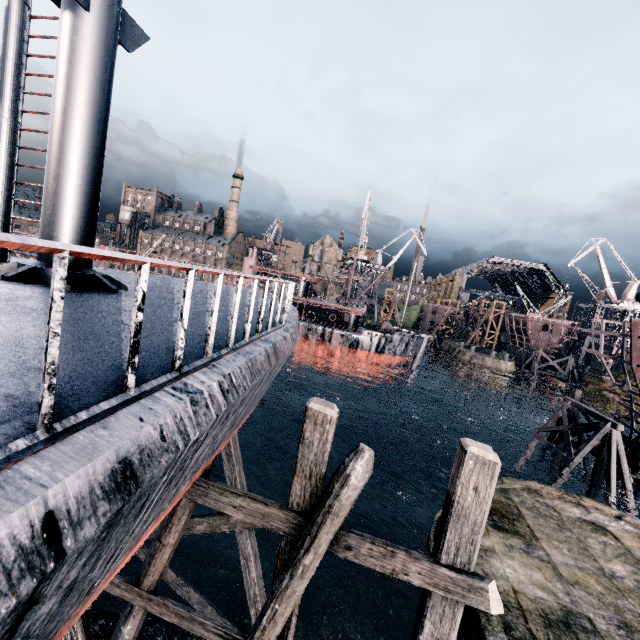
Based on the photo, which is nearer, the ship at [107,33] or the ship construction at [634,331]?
the ship at [107,33]

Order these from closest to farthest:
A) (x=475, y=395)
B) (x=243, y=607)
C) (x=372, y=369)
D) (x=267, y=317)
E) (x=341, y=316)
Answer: (x=267, y=317) → (x=243, y=607) → (x=372, y=369) → (x=475, y=395) → (x=341, y=316)

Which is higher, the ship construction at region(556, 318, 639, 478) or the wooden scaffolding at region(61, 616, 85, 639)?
the ship construction at region(556, 318, 639, 478)

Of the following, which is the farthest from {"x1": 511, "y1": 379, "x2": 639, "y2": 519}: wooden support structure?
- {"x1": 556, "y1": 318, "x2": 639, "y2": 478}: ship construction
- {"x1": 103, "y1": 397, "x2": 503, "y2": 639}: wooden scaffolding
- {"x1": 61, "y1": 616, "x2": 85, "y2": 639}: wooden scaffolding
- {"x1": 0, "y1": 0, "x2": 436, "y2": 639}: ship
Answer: {"x1": 61, "y1": 616, "x2": 85, "y2": 639}: wooden scaffolding

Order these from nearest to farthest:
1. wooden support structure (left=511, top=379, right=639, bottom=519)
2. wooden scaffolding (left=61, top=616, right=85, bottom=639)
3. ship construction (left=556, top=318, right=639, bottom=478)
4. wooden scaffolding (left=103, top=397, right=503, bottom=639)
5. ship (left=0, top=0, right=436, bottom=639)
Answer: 1. ship (left=0, top=0, right=436, bottom=639)
2. wooden scaffolding (left=61, top=616, right=85, bottom=639)
3. wooden scaffolding (left=103, top=397, right=503, bottom=639)
4. ship construction (left=556, top=318, right=639, bottom=478)
5. wooden support structure (left=511, top=379, right=639, bottom=519)

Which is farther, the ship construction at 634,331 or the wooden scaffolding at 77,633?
the ship construction at 634,331

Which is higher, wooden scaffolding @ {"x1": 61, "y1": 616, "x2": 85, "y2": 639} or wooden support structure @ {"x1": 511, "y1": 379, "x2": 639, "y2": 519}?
wooden scaffolding @ {"x1": 61, "y1": 616, "x2": 85, "y2": 639}

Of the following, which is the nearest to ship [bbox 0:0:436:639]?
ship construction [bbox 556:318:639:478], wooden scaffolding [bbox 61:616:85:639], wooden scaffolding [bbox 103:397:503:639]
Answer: wooden scaffolding [bbox 103:397:503:639]
